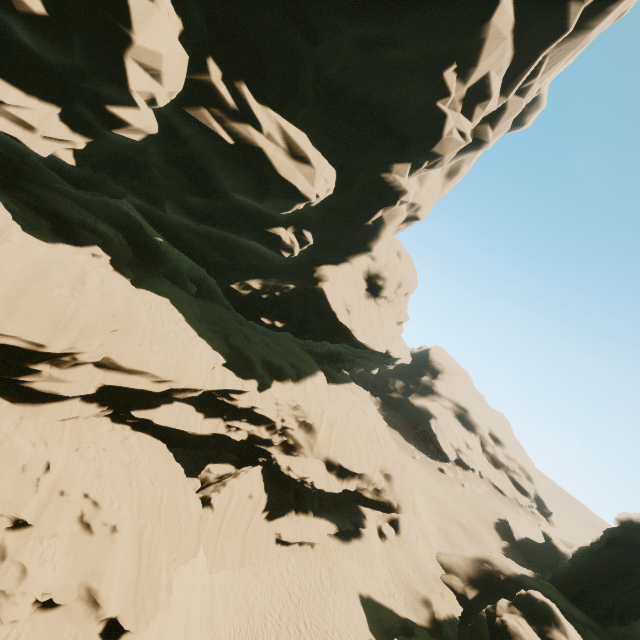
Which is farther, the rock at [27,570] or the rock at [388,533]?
the rock at [388,533]

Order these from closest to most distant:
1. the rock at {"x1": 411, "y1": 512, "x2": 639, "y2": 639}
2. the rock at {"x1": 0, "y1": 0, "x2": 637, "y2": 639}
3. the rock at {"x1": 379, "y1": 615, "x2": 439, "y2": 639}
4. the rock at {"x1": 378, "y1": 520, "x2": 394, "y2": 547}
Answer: the rock at {"x1": 0, "y1": 0, "x2": 637, "y2": 639}, the rock at {"x1": 411, "y1": 512, "x2": 639, "y2": 639}, the rock at {"x1": 379, "y1": 615, "x2": 439, "y2": 639}, the rock at {"x1": 378, "y1": 520, "x2": 394, "y2": 547}

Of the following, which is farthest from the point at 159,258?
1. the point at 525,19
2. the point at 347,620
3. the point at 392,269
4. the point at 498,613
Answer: the point at 498,613

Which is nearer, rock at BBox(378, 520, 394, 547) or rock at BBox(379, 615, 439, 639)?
rock at BBox(379, 615, 439, 639)

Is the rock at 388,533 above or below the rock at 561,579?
→ below

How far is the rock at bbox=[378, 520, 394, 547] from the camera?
28.90m

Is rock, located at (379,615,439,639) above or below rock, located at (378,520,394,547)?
below
